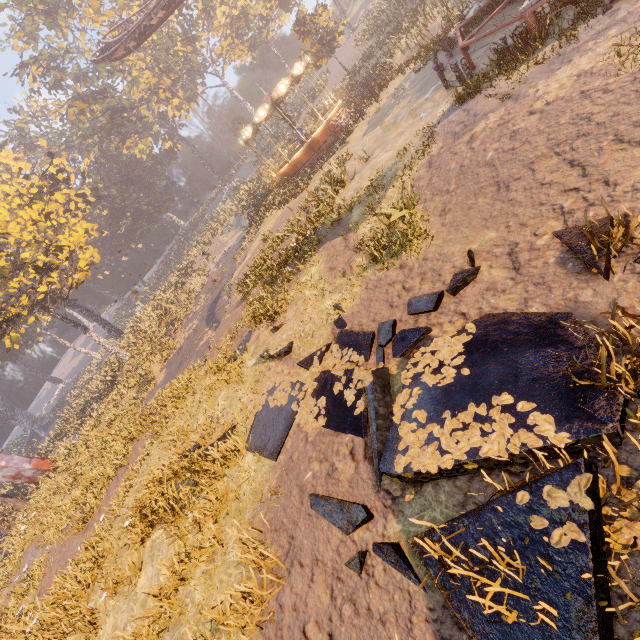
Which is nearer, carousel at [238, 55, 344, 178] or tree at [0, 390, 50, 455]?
carousel at [238, 55, 344, 178]

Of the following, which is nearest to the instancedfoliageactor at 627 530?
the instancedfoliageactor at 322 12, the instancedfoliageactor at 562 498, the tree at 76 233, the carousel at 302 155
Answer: the instancedfoliageactor at 562 498

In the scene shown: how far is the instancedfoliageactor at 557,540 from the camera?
2.19m

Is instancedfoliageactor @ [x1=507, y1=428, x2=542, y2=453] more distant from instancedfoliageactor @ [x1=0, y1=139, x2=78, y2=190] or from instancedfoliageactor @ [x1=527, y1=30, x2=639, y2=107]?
instancedfoliageactor @ [x1=0, y1=139, x2=78, y2=190]

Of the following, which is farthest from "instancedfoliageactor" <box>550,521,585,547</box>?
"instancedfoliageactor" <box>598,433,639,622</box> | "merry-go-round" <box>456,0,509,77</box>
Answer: "merry-go-round" <box>456,0,509,77</box>

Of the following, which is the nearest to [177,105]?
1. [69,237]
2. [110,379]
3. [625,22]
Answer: [69,237]

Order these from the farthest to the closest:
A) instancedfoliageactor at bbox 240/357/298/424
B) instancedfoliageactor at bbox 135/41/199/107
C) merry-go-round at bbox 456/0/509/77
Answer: instancedfoliageactor at bbox 135/41/199/107 < merry-go-round at bbox 456/0/509/77 < instancedfoliageactor at bbox 240/357/298/424

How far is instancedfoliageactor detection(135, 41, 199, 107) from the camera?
43.9m
